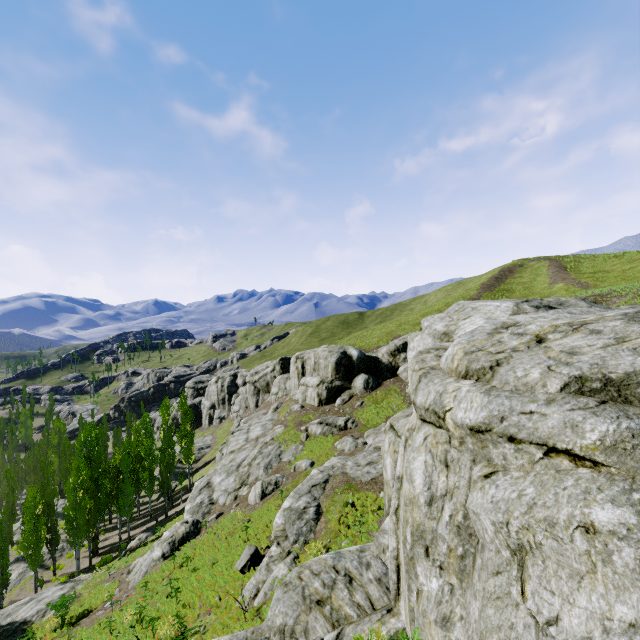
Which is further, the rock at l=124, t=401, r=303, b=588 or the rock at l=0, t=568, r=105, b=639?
the rock at l=124, t=401, r=303, b=588

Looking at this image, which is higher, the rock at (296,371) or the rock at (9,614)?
A: the rock at (296,371)

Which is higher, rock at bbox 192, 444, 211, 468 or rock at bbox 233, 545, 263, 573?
rock at bbox 233, 545, 263, 573

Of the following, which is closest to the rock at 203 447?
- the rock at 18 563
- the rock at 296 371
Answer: the rock at 296 371

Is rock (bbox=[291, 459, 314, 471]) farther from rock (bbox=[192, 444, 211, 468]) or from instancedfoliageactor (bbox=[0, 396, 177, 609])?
rock (bbox=[192, 444, 211, 468])

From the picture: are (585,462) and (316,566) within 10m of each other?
yes

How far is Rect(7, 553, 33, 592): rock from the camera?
33.6 meters
